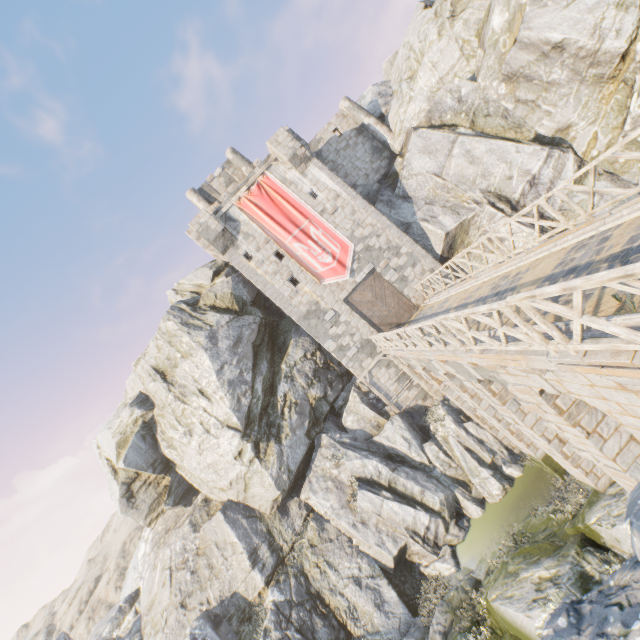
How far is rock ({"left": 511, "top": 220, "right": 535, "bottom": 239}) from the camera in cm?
1808

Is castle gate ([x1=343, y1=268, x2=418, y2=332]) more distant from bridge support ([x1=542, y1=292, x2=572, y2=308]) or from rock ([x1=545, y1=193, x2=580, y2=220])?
bridge support ([x1=542, y1=292, x2=572, y2=308])

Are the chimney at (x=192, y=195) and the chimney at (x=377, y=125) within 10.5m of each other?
no

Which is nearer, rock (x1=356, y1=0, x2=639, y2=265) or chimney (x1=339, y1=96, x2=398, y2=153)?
rock (x1=356, y1=0, x2=639, y2=265)

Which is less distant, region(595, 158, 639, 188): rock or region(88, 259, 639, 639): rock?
region(88, 259, 639, 639): rock

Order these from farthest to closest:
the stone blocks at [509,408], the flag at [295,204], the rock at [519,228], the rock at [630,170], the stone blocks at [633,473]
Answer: the flag at [295,204]
the rock at [519,228]
the rock at [630,170]
the stone blocks at [509,408]
the stone blocks at [633,473]

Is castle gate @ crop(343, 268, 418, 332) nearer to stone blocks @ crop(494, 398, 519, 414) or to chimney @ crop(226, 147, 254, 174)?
stone blocks @ crop(494, 398, 519, 414)

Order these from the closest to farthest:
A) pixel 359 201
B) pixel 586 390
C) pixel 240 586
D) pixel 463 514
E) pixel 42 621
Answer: pixel 586 390
pixel 463 514
pixel 240 586
pixel 359 201
pixel 42 621
